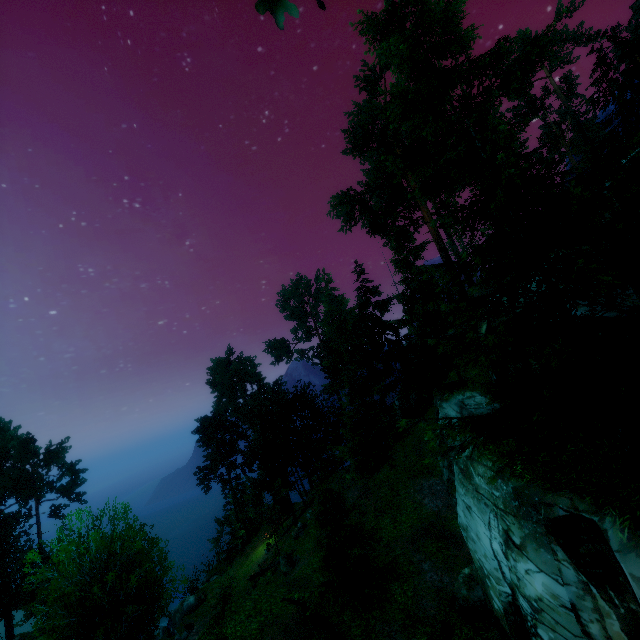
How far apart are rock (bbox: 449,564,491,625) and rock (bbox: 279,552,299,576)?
15.64m

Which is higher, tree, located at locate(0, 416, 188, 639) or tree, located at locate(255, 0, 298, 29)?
tree, located at locate(255, 0, 298, 29)

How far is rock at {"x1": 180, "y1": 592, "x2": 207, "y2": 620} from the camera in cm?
2920

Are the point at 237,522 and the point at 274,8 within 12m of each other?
no

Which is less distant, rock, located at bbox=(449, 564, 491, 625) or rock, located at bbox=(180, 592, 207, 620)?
rock, located at bbox=(449, 564, 491, 625)

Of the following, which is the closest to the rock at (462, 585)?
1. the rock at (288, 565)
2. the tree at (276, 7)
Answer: the tree at (276, 7)

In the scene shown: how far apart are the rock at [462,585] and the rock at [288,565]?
15.64m

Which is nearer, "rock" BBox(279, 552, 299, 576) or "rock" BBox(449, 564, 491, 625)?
"rock" BBox(449, 564, 491, 625)
